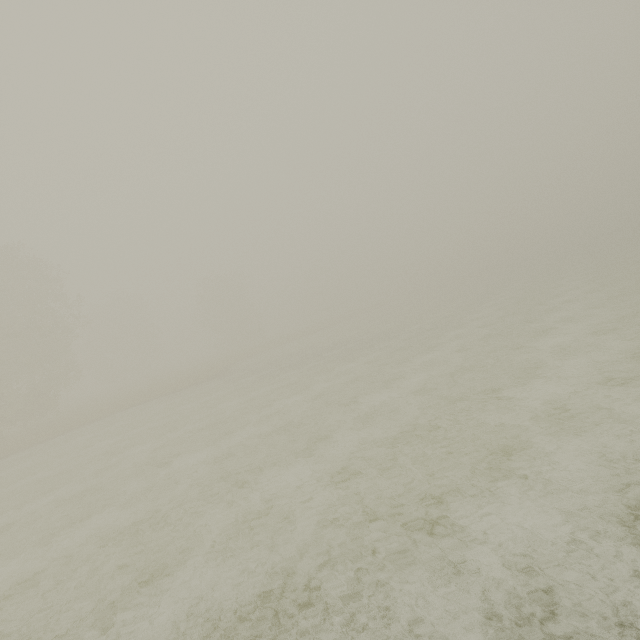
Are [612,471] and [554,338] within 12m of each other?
yes
